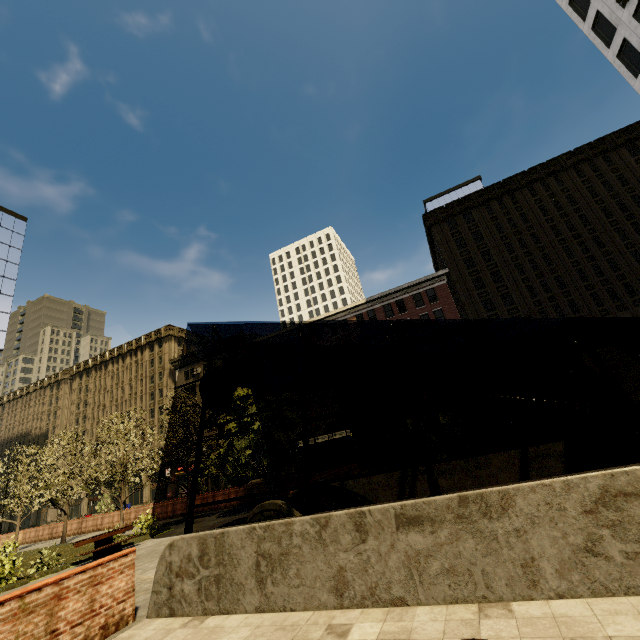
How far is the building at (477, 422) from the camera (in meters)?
33.38

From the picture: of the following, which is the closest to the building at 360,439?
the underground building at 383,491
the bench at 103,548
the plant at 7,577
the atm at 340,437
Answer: the atm at 340,437

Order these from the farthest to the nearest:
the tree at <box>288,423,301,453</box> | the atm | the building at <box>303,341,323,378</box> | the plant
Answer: the building at <box>303,341,323,378</box>
the atm
the tree at <box>288,423,301,453</box>
the plant

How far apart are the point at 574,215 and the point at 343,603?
45.6 meters

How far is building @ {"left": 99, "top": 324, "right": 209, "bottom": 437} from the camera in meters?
53.0

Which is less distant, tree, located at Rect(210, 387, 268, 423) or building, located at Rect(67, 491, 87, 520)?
tree, located at Rect(210, 387, 268, 423)

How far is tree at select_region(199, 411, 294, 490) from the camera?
12.4 meters
